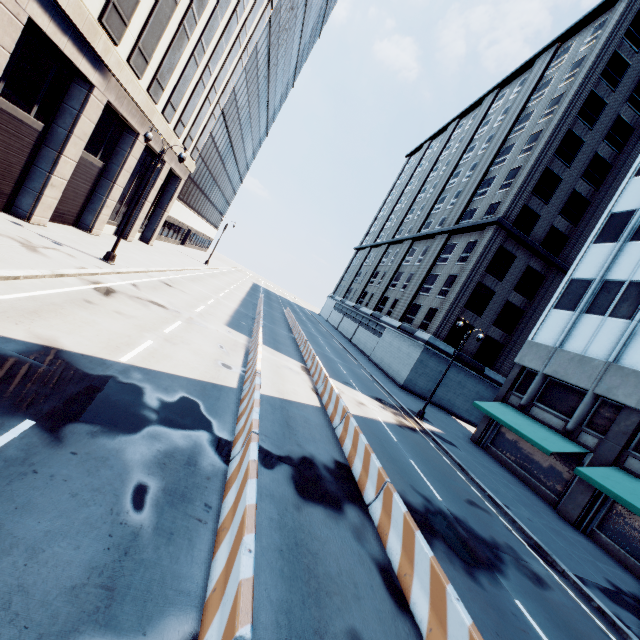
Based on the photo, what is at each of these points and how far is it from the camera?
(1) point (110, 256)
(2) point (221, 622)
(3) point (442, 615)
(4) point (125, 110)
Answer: (1) light, 17.4m
(2) concrete barrier, 3.6m
(3) concrete barrier, 5.4m
(4) building, 19.2m

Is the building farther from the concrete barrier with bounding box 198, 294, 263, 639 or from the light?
the concrete barrier with bounding box 198, 294, 263, 639

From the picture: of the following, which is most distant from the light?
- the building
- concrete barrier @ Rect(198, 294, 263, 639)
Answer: concrete barrier @ Rect(198, 294, 263, 639)

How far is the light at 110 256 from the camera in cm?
1722

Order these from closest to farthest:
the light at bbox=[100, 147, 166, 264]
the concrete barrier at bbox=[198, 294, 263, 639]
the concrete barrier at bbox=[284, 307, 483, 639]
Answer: the concrete barrier at bbox=[198, 294, 263, 639], the concrete barrier at bbox=[284, 307, 483, 639], the light at bbox=[100, 147, 166, 264]

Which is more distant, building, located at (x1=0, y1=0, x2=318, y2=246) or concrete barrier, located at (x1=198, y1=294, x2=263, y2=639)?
building, located at (x1=0, y1=0, x2=318, y2=246)

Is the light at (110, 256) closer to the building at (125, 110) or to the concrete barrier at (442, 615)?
the building at (125, 110)

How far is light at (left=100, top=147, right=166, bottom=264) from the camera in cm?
1722
